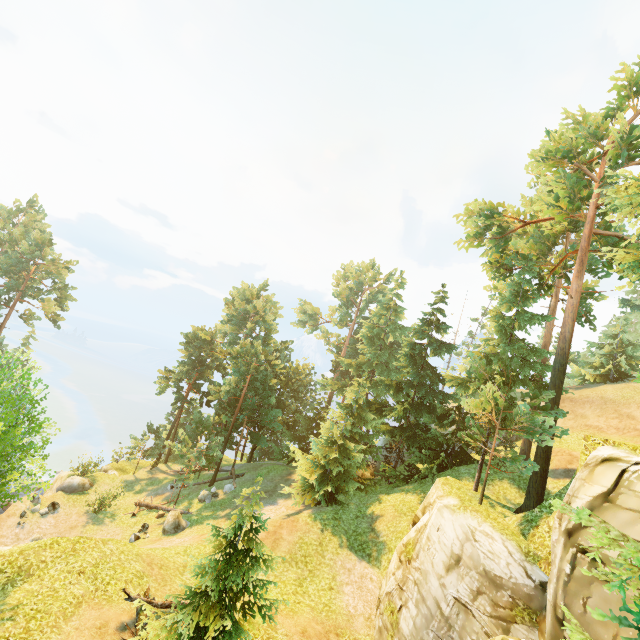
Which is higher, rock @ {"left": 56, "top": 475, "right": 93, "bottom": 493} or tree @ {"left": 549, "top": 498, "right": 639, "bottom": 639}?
tree @ {"left": 549, "top": 498, "right": 639, "bottom": 639}

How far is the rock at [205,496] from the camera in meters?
27.5

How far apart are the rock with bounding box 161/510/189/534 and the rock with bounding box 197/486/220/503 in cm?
327

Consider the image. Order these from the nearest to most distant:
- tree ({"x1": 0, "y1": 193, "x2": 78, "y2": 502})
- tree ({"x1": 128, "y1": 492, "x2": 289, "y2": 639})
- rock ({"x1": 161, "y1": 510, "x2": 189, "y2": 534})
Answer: tree ({"x1": 128, "y1": 492, "x2": 289, "y2": 639}), tree ({"x1": 0, "y1": 193, "x2": 78, "y2": 502}), rock ({"x1": 161, "y1": 510, "x2": 189, "y2": 534})

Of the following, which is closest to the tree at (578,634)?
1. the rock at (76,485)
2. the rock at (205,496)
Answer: the rock at (205,496)

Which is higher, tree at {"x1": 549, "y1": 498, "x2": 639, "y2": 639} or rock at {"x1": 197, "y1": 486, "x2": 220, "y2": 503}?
tree at {"x1": 549, "y1": 498, "x2": 639, "y2": 639}

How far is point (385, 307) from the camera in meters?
36.7 m

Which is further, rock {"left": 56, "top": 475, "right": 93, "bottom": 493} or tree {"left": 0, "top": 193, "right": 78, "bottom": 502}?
rock {"left": 56, "top": 475, "right": 93, "bottom": 493}
